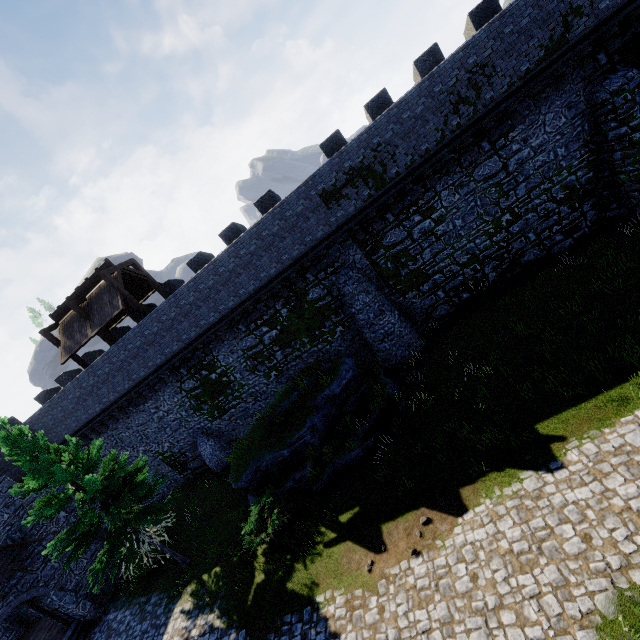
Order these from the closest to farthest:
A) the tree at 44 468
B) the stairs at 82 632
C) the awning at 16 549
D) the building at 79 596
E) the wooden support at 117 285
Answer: the tree at 44 468 → the awning at 16 549 → the building at 79 596 → the stairs at 82 632 → the wooden support at 117 285

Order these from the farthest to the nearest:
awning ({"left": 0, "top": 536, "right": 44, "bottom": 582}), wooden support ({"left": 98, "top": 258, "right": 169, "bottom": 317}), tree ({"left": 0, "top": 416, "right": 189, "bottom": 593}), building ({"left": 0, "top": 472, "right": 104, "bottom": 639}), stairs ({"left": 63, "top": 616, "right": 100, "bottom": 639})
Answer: wooden support ({"left": 98, "top": 258, "right": 169, "bottom": 317}) → stairs ({"left": 63, "top": 616, "right": 100, "bottom": 639}) → building ({"left": 0, "top": 472, "right": 104, "bottom": 639}) → awning ({"left": 0, "top": 536, "right": 44, "bottom": 582}) → tree ({"left": 0, "top": 416, "right": 189, "bottom": 593})

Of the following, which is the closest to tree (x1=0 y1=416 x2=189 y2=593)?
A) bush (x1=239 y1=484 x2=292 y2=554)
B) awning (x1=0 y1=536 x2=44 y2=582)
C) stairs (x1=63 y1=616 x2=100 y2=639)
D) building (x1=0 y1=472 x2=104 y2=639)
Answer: bush (x1=239 y1=484 x2=292 y2=554)

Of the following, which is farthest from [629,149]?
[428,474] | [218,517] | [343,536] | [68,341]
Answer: [68,341]

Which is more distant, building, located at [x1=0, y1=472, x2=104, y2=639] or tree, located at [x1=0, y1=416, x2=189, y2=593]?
building, located at [x1=0, y1=472, x2=104, y2=639]

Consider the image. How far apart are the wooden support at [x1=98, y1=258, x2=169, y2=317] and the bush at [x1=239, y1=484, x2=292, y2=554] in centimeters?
1117cm

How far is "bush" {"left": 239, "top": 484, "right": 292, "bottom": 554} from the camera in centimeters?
1262cm

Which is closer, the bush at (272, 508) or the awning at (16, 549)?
the bush at (272, 508)
